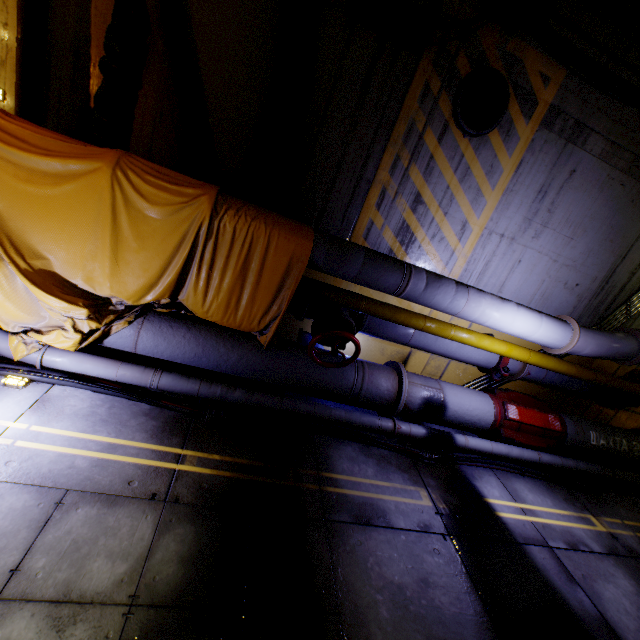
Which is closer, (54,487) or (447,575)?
(54,487)

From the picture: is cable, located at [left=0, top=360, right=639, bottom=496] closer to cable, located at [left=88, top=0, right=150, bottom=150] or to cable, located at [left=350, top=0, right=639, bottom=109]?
cable, located at [left=88, top=0, right=150, bottom=150]

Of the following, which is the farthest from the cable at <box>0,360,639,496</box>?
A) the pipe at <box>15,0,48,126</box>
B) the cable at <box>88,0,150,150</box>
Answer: the cable at <box>88,0,150,150</box>

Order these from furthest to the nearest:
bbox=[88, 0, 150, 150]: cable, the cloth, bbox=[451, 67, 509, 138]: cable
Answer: bbox=[451, 67, 509, 138]: cable < bbox=[88, 0, 150, 150]: cable < the cloth

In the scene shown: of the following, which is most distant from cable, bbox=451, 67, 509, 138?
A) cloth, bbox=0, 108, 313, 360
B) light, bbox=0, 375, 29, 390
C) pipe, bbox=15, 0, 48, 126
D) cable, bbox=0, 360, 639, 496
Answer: light, bbox=0, 375, 29, 390

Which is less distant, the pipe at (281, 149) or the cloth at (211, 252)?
the cloth at (211, 252)

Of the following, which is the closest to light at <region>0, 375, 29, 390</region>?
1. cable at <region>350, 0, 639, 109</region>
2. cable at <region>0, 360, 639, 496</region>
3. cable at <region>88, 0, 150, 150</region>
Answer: cable at <region>0, 360, 639, 496</region>

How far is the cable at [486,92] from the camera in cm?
441
